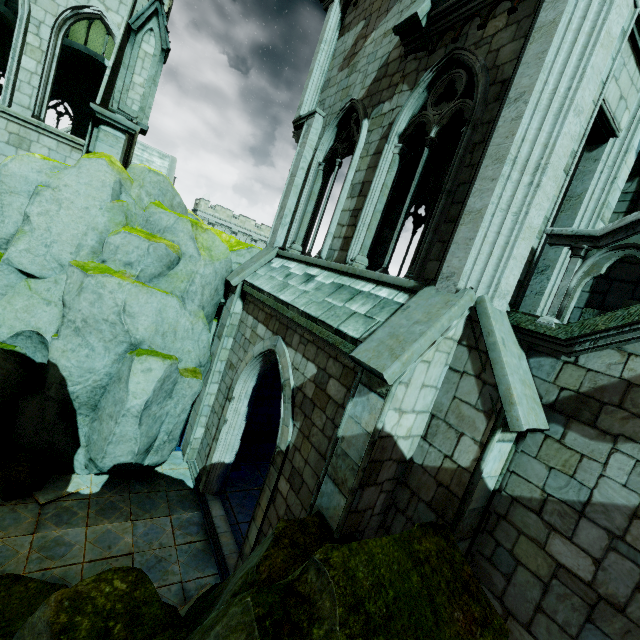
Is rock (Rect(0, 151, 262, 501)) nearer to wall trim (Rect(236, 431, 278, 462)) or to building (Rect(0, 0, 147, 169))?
building (Rect(0, 0, 147, 169))

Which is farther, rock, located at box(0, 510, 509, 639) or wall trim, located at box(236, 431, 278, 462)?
wall trim, located at box(236, 431, 278, 462)

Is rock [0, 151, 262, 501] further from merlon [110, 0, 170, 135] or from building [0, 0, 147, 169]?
merlon [110, 0, 170, 135]

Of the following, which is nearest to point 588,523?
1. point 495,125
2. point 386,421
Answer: point 386,421

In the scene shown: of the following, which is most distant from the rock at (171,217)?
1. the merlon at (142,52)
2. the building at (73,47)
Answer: the merlon at (142,52)

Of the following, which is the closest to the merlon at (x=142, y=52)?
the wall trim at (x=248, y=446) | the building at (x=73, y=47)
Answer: the building at (x=73, y=47)
